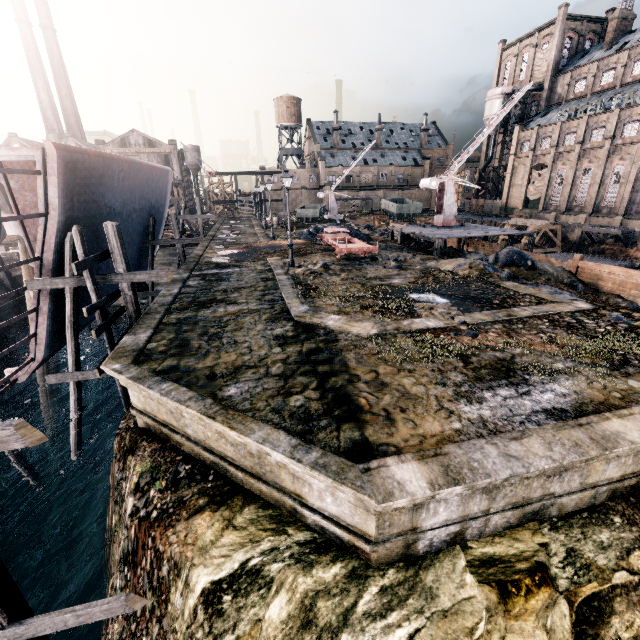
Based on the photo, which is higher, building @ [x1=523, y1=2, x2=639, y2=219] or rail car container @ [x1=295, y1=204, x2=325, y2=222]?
building @ [x1=523, y1=2, x2=639, y2=219]

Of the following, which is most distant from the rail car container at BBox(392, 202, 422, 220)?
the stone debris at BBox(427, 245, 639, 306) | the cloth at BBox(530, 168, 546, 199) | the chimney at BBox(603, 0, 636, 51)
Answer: the chimney at BBox(603, 0, 636, 51)

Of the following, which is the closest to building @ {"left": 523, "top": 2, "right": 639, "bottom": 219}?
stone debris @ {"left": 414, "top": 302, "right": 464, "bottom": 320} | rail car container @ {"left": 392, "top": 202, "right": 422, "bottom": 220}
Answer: rail car container @ {"left": 392, "top": 202, "right": 422, "bottom": 220}

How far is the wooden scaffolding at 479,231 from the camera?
24.4 meters

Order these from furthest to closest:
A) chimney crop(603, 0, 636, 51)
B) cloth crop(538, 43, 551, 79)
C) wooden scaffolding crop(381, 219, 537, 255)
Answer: cloth crop(538, 43, 551, 79), chimney crop(603, 0, 636, 51), wooden scaffolding crop(381, 219, 537, 255)

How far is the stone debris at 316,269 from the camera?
19.0m

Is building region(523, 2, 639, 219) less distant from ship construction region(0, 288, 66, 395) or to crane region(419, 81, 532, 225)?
crane region(419, 81, 532, 225)

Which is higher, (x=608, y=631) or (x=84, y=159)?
(x=84, y=159)
